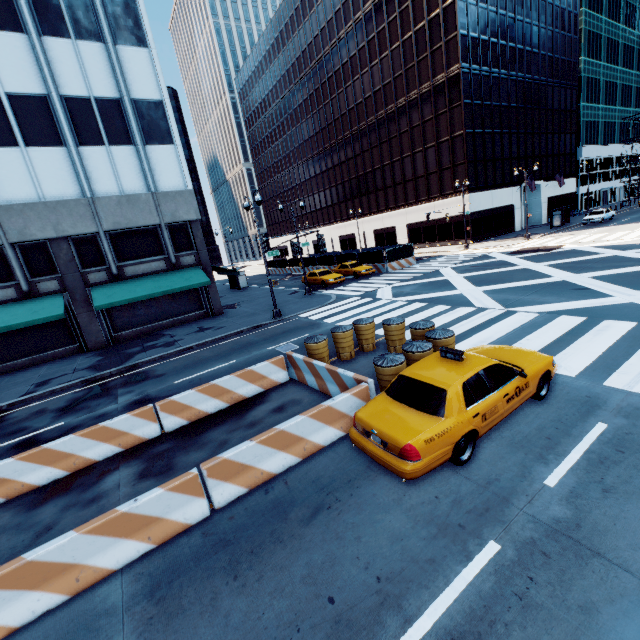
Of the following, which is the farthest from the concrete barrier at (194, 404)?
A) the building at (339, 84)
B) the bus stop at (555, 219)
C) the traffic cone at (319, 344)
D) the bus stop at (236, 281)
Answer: the bus stop at (555, 219)

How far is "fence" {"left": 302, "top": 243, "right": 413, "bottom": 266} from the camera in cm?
3112

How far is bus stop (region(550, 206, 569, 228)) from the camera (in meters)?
39.41

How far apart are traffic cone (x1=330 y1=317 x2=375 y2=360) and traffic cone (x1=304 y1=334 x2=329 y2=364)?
0.3 meters

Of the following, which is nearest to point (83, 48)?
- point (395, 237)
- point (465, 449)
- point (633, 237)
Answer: point (465, 449)

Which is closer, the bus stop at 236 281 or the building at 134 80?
the building at 134 80

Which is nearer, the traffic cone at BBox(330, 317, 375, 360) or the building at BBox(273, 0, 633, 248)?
the traffic cone at BBox(330, 317, 375, 360)

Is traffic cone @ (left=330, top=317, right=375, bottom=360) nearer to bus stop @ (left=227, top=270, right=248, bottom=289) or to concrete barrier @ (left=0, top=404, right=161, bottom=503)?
concrete barrier @ (left=0, top=404, right=161, bottom=503)
